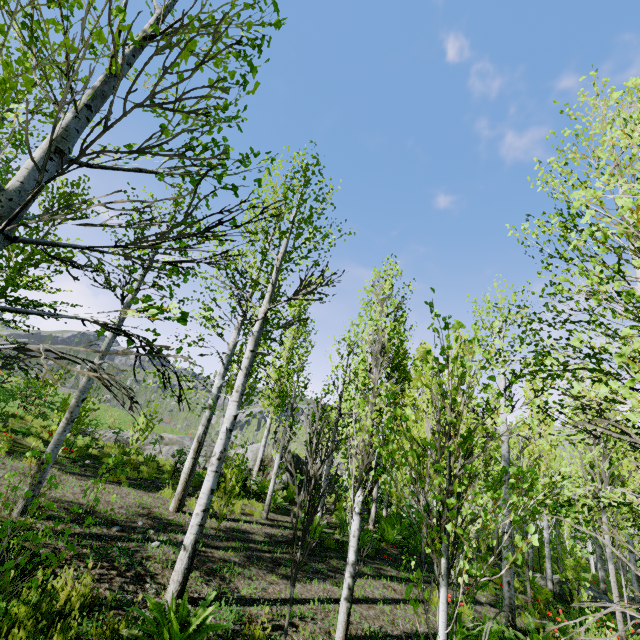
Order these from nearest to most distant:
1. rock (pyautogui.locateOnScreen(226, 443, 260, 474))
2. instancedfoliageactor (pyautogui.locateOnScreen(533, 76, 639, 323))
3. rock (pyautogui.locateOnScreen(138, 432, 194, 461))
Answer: instancedfoliageactor (pyautogui.locateOnScreen(533, 76, 639, 323)), rock (pyautogui.locateOnScreen(138, 432, 194, 461)), rock (pyautogui.locateOnScreen(226, 443, 260, 474))

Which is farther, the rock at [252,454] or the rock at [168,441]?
the rock at [252,454]

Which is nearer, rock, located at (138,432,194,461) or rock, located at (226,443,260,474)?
rock, located at (138,432,194,461)

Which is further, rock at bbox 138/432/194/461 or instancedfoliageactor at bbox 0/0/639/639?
rock at bbox 138/432/194/461

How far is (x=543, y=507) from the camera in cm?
1245

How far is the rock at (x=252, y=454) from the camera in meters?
17.5 m
